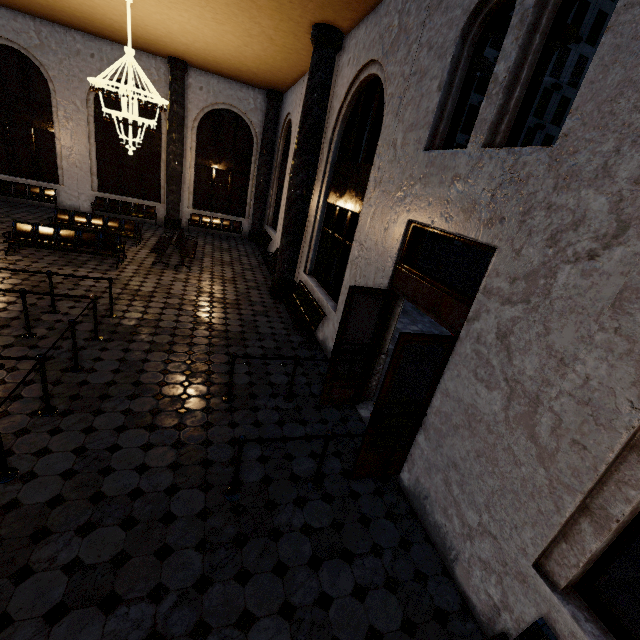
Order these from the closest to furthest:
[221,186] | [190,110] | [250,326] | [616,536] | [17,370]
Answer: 1. [616,536]
2. [17,370]
3. [250,326]
4. [190,110]
5. [221,186]
